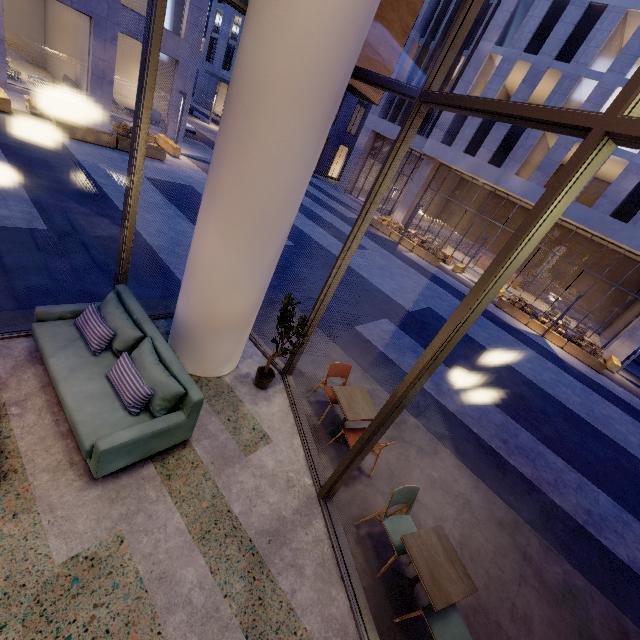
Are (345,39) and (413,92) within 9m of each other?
yes

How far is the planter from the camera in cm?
1207

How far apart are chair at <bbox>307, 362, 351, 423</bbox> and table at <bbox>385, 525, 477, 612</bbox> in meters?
2.1

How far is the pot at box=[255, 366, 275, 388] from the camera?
5.2 meters

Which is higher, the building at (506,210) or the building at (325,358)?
the building at (506,210)

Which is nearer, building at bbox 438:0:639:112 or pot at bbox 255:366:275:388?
pot at bbox 255:366:275:388

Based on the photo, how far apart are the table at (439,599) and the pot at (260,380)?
2.82m

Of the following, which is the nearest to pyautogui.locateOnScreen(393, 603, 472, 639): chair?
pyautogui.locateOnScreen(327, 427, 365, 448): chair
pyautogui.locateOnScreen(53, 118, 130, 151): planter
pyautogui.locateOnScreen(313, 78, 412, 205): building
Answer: pyautogui.locateOnScreen(327, 427, 365, 448): chair
